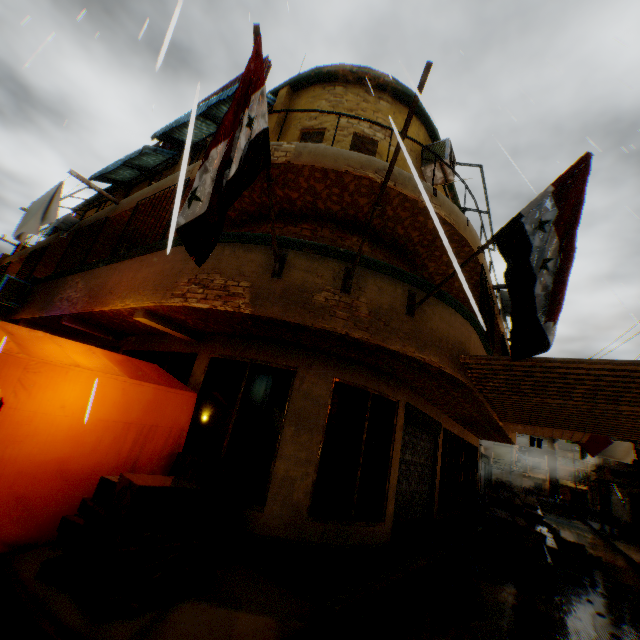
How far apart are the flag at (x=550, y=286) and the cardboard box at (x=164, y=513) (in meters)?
1.09

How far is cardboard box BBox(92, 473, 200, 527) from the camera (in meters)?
3.26

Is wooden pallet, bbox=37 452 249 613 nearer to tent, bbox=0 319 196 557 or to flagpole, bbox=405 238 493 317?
tent, bbox=0 319 196 557

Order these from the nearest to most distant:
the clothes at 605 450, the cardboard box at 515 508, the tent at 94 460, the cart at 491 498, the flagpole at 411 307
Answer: the tent at 94 460, the flagpole at 411 307, the cardboard box at 515 508, the clothes at 605 450, the cart at 491 498

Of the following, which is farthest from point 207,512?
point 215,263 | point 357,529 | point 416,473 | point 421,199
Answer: point 421,199

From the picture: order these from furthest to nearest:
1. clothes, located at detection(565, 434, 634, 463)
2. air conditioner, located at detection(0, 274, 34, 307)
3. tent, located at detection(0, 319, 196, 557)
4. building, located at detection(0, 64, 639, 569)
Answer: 1. clothes, located at detection(565, 434, 634, 463)
2. air conditioner, located at detection(0, 274, 34, 307)
3. building, located at detection(0, 64, 639, 569)
4. tent, located at detection(0, 319, 196, 557)

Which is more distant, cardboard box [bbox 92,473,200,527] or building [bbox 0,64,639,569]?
building [bbox 0,64,639,569]

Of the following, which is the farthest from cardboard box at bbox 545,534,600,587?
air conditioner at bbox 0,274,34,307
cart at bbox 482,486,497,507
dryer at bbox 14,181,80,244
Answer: dryer at bbox 14,181,80,244
